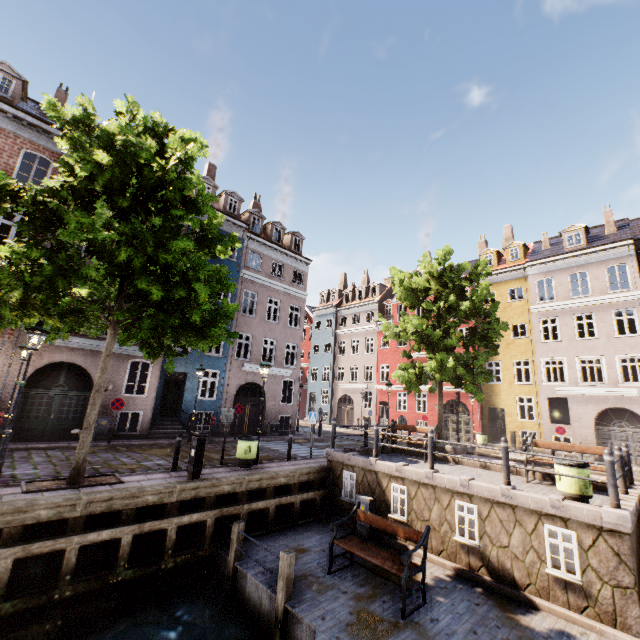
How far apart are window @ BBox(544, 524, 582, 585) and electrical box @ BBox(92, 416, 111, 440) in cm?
1682

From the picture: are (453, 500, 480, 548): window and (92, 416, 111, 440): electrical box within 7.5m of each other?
no

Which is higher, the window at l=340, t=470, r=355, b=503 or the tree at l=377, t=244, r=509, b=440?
the tree at l=377, t=244, r=509, b=440

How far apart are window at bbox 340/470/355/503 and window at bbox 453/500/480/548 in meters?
3.4

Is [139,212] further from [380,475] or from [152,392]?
[152,392]

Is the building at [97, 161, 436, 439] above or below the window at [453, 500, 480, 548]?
above

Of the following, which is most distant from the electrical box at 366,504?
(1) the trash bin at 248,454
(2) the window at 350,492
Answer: (1) the trash bin at 248,454

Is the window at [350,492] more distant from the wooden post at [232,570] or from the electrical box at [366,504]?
the wooden post at [232,570]
